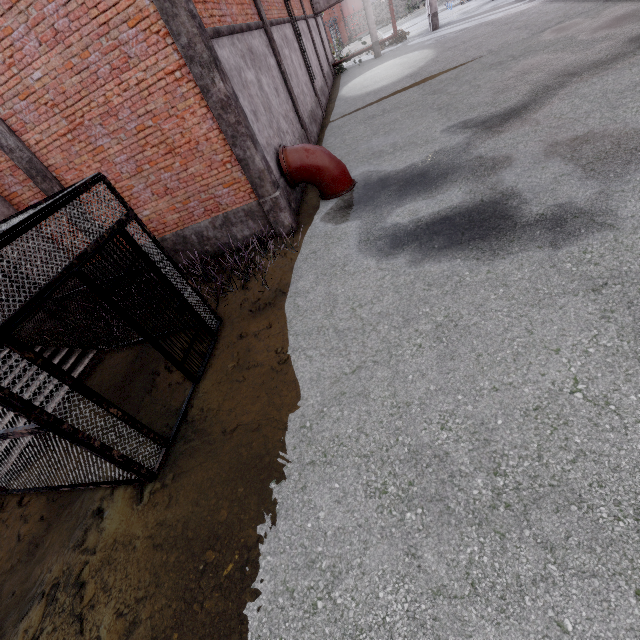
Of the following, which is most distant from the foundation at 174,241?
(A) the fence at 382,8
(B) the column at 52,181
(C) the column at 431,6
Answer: (C) the column at 431,6

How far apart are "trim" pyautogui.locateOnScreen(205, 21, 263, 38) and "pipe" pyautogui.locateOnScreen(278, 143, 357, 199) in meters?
2.3

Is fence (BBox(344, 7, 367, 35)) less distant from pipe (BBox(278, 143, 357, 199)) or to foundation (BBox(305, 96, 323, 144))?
foundation (BBox(305, 96, 323, 144))

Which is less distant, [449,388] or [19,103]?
[449,388]

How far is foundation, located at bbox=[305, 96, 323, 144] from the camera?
12.8 meters

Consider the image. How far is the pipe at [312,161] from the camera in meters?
8.1 m

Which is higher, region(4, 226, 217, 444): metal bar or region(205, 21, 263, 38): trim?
region(205, 21, 263, 38): trim

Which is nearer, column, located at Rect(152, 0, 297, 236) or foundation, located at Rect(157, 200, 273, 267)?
column, located at Rect(152, 0, 297, 236)
